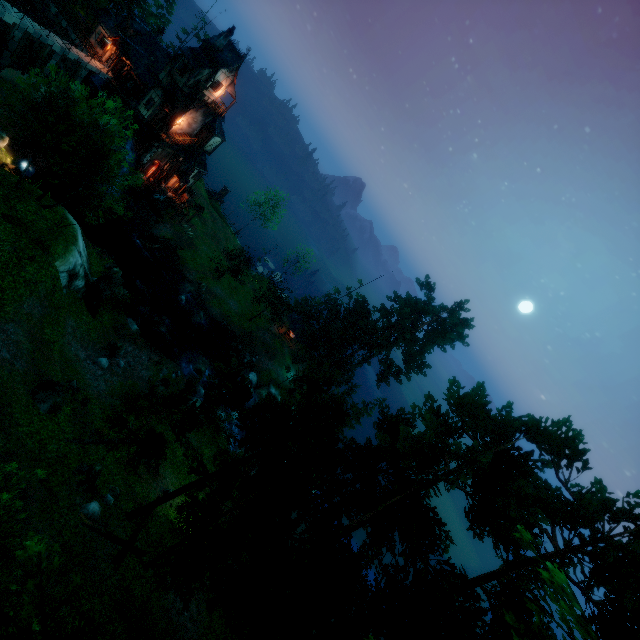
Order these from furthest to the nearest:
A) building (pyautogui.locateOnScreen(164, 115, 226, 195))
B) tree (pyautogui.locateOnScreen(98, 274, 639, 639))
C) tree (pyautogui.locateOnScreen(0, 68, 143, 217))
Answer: building (pyautogui.locateOnScreen(164, 115, 226, 195)) < tree (pyautogui.locateOnScreen(0, 68, 143, 217)) < tree (pyautogui.locateOnScreen(98, 274, 639, 639))

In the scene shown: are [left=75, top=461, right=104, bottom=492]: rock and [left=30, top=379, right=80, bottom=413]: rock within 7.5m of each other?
yes

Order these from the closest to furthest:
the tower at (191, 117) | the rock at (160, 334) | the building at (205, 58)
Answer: the rock at (160, 334)
the building at (205, 58)
the tower at (191, 117)

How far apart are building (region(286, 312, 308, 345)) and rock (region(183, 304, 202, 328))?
13.60m

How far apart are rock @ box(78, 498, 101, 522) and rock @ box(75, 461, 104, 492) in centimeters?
68cm

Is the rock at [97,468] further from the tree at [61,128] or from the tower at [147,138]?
the tower at [147,138]

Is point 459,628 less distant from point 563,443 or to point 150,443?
point 563,443

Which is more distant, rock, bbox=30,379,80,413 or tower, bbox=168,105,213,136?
tower, bbox=168,105,213,136
